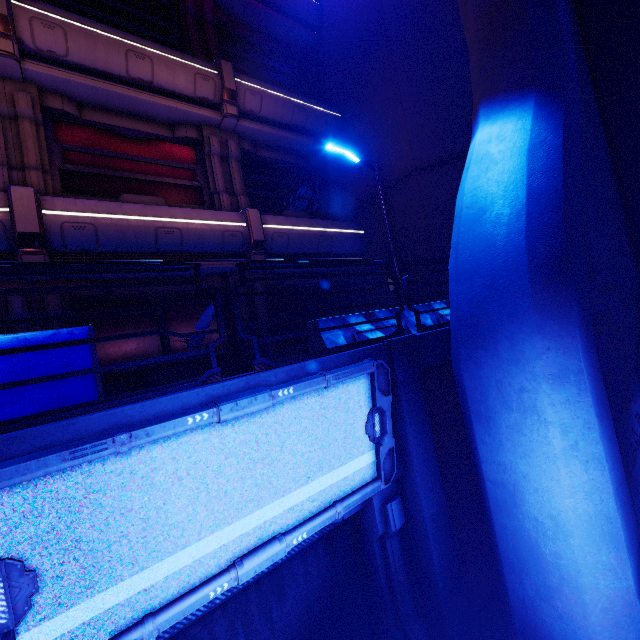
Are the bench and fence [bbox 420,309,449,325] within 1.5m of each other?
no

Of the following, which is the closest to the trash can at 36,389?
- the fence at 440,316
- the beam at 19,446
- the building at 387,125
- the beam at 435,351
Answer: the beam at 19,446

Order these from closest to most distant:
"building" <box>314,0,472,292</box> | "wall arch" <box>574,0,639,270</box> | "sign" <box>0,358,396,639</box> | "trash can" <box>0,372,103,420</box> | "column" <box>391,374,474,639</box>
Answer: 1. "sign" <box>0,358,396,639</box>
2. "trash can" <box>0,372,103,420</box>
3. "column" <box>391,374,474,639</box>
4. "wall arch" <box>574,0,639,270</box>
5. "building" <box>314,0,472,292</box>

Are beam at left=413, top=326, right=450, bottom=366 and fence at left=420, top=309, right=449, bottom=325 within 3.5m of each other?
yes

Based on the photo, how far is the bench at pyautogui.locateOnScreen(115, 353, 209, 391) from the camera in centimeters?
706cm

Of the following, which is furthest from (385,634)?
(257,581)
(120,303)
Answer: (120,303)

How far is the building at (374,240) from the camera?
11.6 meters

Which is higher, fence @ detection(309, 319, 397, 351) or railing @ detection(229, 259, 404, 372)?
fence @ detection(309, 319, 397, 351)
